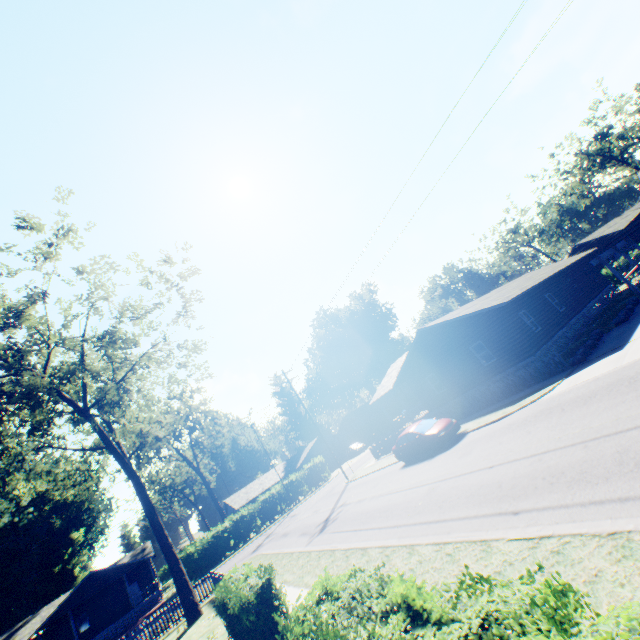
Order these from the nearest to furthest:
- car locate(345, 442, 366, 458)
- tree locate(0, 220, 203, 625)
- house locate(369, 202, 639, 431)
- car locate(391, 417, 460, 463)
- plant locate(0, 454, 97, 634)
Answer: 1. tree locate(0, 220, 203, 625)
2. car locate(391, 417, 460, 463)
3. house locate(369, 202, 639, 431)
4. plant locate(0, 454, 97, 634)
5. car locate(345, 442, 366, 458)

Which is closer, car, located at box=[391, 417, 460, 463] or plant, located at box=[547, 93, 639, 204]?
car, located at box=[391, 417, 460, 463]

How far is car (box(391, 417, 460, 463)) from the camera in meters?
17.4 m

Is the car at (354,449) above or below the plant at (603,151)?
below

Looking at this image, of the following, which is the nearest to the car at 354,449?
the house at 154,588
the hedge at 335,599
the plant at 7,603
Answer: the house at 154,588

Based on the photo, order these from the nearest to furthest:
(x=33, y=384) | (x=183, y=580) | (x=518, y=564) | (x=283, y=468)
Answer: (x=518, y=564) → (x=33, y=384) → (x=183, y=580) → (x=283, y=468)

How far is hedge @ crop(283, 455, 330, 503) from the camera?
40.34m

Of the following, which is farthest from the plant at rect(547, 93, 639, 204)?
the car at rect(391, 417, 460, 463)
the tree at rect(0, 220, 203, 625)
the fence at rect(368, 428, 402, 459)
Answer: the tree at rect(0, 220, 203, 625)
